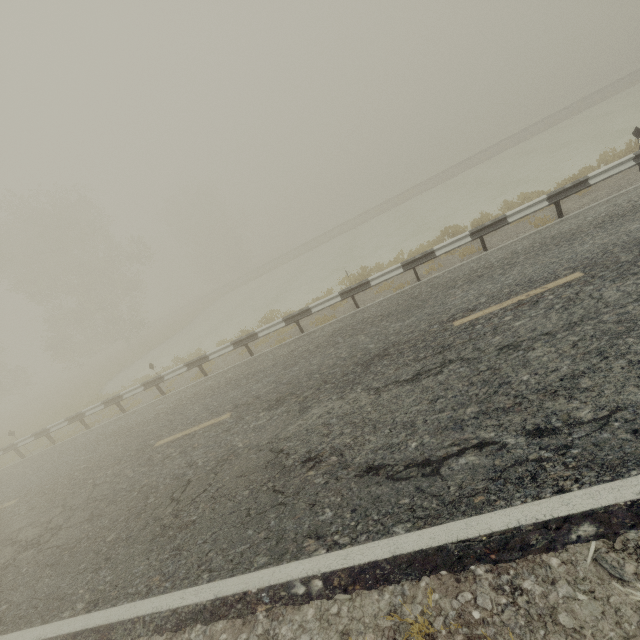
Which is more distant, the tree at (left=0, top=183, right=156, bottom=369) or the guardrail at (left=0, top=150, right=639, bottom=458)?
the tree at (left=0, top=183, right=156, bottom=369)

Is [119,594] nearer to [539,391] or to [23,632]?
[23,632]

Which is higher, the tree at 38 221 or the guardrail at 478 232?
the tree at 38 221

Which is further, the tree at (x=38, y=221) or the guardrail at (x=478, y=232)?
the tree at (x=38, y=221)

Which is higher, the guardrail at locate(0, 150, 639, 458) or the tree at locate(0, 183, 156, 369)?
the tree at locate(0, 183, 156, 369)
